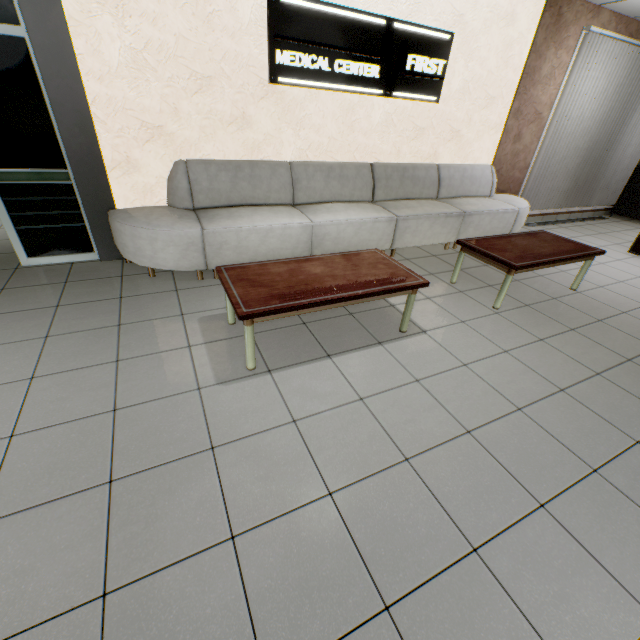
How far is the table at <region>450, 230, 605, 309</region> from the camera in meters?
3.3 m

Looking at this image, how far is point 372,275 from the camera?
2.69m

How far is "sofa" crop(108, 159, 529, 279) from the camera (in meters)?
3.28

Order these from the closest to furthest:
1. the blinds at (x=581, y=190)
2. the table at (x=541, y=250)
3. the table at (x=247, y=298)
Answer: the table at (x=247, y=298) < the table at (x=541, y=250) < the blinds at (x=581, y=190)

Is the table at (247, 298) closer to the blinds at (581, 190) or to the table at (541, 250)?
the table at (541, 250)

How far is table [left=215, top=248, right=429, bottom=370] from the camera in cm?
220

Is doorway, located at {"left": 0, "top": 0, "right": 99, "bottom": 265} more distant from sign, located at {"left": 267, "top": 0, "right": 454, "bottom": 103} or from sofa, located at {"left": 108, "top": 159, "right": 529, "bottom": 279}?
sign, located at {"left": 267, "top": 0, "right": 454, "bottom": 103}

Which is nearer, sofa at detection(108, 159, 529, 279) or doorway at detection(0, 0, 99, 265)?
doorway at detection(0, 0, 99, 265)
